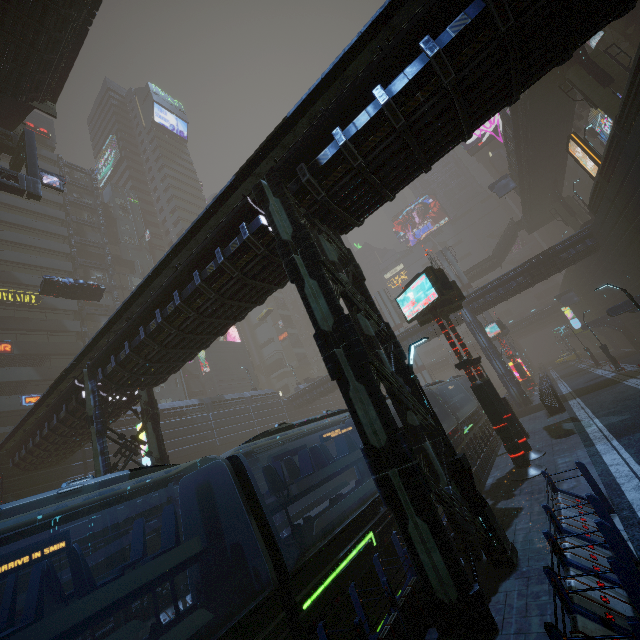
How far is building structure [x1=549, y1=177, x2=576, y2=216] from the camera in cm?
4261

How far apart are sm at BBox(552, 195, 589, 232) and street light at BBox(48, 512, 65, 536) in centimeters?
5712cm

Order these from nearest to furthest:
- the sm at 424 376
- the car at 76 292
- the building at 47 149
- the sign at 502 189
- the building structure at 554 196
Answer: the car at 76 292 → the building structure at 554 196 → the sign at 502 189 → the building at 47 149 → the sm at 424 376

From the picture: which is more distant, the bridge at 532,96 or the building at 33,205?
the building at 33,205

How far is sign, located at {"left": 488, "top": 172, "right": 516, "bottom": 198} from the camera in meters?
43.7

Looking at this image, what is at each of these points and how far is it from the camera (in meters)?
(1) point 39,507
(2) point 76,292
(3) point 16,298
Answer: (1) train, 5.05
(2) car, 27.34
(3) sign, 35.41

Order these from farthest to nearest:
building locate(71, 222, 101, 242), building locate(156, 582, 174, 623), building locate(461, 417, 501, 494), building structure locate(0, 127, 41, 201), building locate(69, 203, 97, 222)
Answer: building locate(69, 203, 97, 222), building locate(71, 222, 101, 242), building structure locate(0, 127, 41, 201), building locate(461, 417, 501, 494), building locate(156, 582, 174, 623)

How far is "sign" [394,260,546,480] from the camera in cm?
1307
